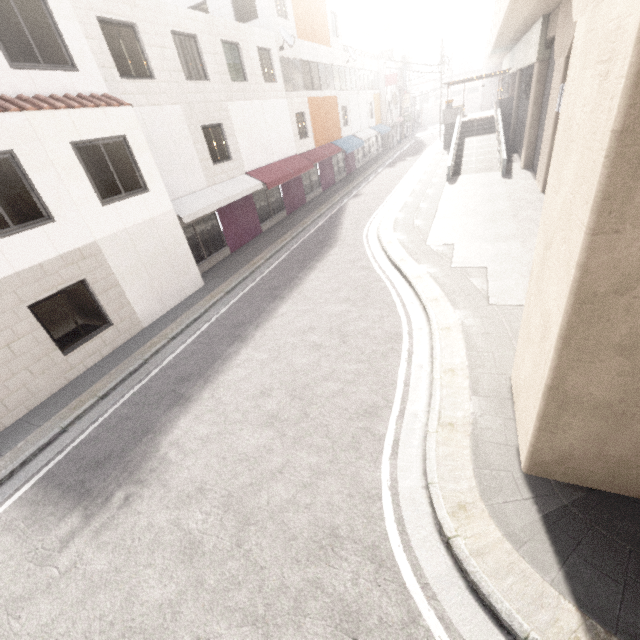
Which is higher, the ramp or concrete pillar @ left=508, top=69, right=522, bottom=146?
concrete pillar @ left=508, top=69, right=522, bottom=146

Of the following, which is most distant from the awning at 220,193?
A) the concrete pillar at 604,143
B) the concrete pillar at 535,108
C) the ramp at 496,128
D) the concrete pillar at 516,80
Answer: the concrete pillar at 516,80

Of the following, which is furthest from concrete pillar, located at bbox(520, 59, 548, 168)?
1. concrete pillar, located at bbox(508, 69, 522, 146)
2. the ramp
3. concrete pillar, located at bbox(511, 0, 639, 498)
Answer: concrete pillar, located at bbox(508, 69, 522, 146)

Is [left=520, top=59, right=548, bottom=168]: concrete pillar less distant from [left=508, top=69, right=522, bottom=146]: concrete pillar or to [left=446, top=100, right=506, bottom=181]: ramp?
[left=446, top=100, right=506, bottom=181]: ramp

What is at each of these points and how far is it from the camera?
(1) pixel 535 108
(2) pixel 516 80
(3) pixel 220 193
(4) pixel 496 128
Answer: (1) concrete pillar, 17.7m
(2) concrete pillar, 25.1m
(3) awning, 13.6m
(4) ramp, 23.2m

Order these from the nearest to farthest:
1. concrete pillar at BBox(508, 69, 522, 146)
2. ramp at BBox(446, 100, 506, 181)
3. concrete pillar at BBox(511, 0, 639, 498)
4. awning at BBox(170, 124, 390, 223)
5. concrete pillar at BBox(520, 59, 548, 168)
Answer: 1. concrete pillar at BBox(511, 0, 639, 498)
2. awning at BBox(170, 124, 390, 223)
3. concrete pillar at BBox(520, 59, 548, 168)
4. ramp at BBox(446, 100, 506, 181)
5. concrete pillar at BBox(508, 69, 522, 146)

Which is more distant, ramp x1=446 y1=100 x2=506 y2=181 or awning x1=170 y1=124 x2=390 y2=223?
ramp x1=446 y1=100 x2=506 y2=181

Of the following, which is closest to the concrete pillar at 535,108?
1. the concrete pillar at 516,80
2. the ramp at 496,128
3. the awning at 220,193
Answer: the ramp at 496,128
